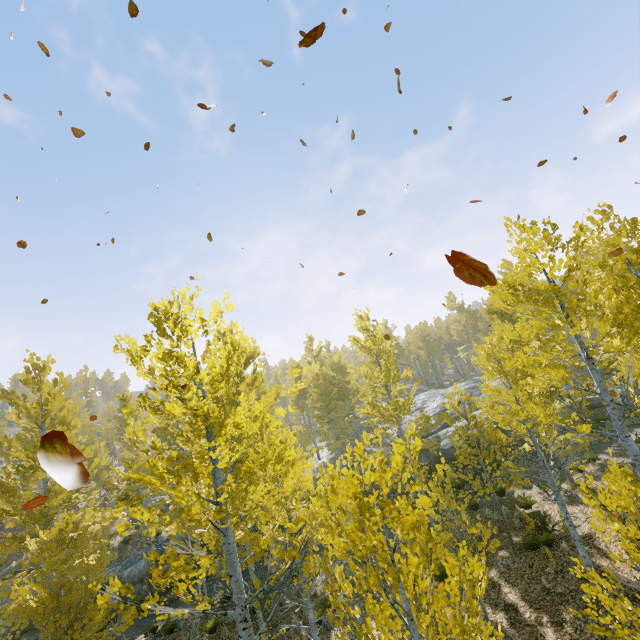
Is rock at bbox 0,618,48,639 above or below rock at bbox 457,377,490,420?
below

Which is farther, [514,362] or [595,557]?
[595,557]

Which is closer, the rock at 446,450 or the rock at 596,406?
the rock at 596,406

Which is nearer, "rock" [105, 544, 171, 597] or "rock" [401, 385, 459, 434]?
"rock" [105, 544, 171, 597]

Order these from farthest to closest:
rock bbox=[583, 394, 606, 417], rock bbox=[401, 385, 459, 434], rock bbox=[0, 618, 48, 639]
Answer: rock bbox=[401, 385, 459, 434], rock bbox=[583, 394, 606, 417], rock bbox=[0, 618, 48, 639]
